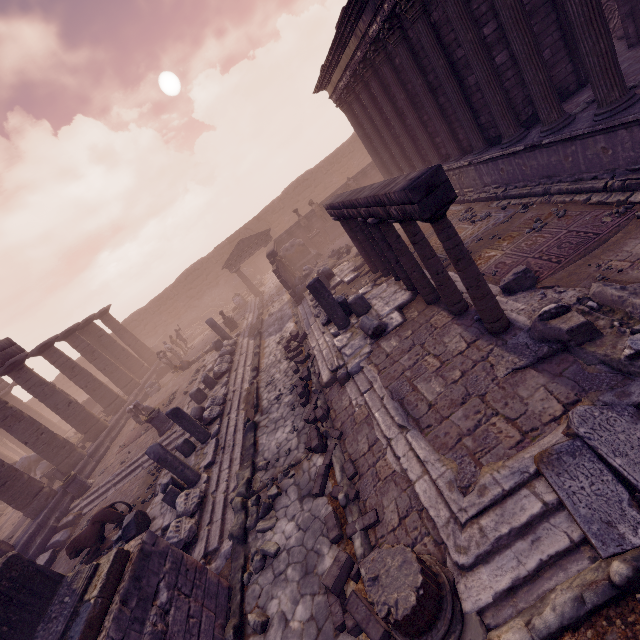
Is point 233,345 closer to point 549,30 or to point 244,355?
point 244,355

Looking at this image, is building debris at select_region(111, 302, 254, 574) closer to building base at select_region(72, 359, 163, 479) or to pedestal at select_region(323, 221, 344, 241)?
building base at select_region(72, 359, 163, 479)

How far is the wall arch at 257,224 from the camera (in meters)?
31.75

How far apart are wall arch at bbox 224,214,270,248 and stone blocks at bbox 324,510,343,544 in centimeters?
2946cm

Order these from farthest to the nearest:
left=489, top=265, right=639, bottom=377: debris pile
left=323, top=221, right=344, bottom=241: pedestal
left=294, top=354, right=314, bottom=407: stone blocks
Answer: left=323, top=221, right=344, bottom=241: pedestal
left=294, top=354, right=314, bottom=407: stone blocks
left=489, top=265, right=639, bottom=377: debris pile

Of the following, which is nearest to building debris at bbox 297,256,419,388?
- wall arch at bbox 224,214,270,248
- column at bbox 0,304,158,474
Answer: column at bbox 0,304,158,474

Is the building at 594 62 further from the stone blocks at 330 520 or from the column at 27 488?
the column at 27 488

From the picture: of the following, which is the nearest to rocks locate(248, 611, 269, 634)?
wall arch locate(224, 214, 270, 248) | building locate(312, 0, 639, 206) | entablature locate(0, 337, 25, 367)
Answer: building locate(312, 0, 639, 206)
